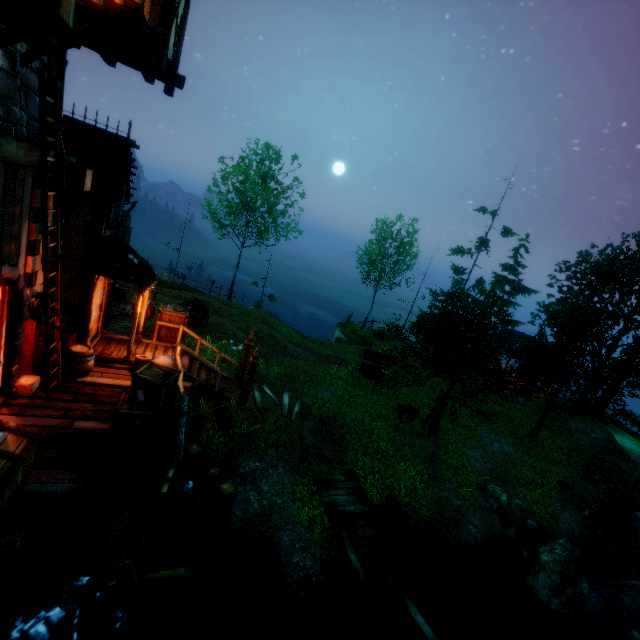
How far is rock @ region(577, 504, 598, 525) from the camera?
14.8 meters

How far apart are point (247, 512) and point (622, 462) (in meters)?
22.05

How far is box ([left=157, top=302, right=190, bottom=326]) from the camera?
11.95m

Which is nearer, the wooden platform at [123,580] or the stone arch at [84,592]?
the wooden platform at [123,580]

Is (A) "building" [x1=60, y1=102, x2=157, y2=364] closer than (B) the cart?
Yes

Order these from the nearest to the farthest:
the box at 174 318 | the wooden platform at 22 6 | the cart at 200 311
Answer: the wooden platform at 22 6, the box at 174 318, the cart at 200 311

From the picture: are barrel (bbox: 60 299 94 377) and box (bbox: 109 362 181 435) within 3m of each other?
yes

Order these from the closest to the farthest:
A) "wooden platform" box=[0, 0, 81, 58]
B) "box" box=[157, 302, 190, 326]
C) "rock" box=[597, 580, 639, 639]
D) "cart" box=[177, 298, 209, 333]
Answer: "wooden platform" box=[0, 0, 81, 58]
"rock" box=[597, 580, 639, 639]
"box" box=[157, 302, 190, 326]
"cart" box=[177, 298, 209, 333]
